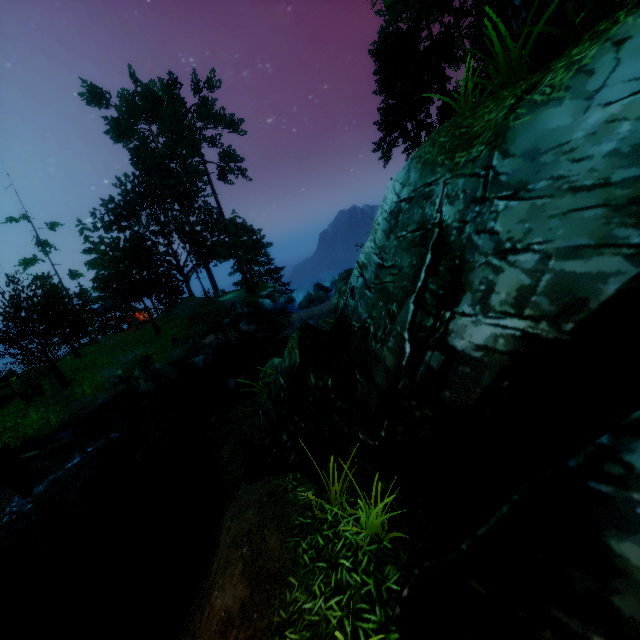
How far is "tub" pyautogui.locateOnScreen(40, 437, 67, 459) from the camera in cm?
1056

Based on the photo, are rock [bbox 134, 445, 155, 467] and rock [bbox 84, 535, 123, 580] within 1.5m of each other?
no

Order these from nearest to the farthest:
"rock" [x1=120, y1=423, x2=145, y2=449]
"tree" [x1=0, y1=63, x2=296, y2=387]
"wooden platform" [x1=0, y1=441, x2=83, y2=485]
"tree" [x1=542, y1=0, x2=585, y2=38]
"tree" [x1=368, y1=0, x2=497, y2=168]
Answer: "tree" [x1=542, y1=0, x2=585, y2=38], "wooden platform" [x1=0, y1=441, x2=83, y2=485], "rock" [x1=120, y1=423, x2=145, y2=449], "tree" [x1=0, y1=63, x2=296, y2=387], "tree" [x1=368, y1=0, x2=497, y2=168]

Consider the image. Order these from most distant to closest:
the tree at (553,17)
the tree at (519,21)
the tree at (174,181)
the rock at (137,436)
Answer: the tree at (174,181) → the rock at (137,436) → the tree at (519,21) → the tree at (553,17)

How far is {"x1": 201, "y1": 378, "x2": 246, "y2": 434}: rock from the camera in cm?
1007

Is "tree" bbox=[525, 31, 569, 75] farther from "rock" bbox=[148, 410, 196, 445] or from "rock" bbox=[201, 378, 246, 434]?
"rock" bbox=[201, 378, 246, 434]

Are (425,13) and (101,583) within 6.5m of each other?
no

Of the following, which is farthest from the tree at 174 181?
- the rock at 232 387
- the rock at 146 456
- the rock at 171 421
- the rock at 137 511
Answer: the rock at 137 511
